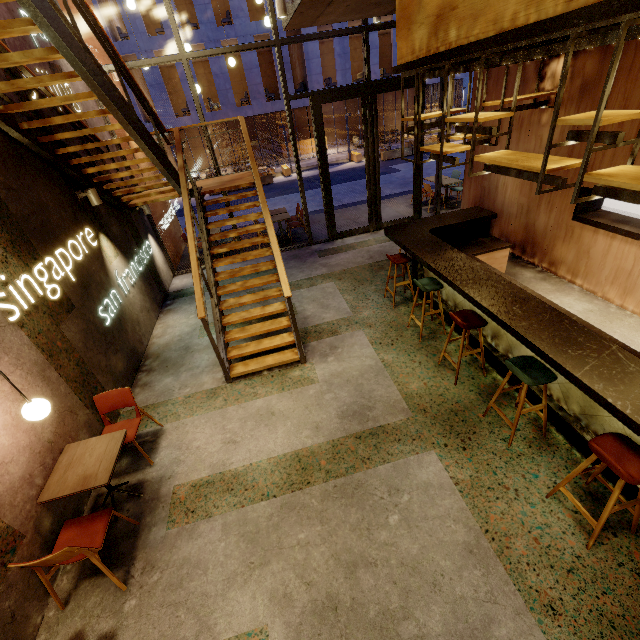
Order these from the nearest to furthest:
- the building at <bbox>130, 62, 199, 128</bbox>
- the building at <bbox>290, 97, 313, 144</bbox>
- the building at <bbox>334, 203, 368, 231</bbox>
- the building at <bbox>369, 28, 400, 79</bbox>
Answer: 1. the building at <bbox>334, 203, 368, 231</bbox>
2. the building at <bbox>130, 62, 199, 128</bbox>
3. the building at <bbox>369, 28, 400, 79</bbox>
4. the building at <bbox>290, 97, 313, 144</bbox>

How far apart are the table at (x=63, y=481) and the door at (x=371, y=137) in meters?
7.3

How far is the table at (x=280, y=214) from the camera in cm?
936

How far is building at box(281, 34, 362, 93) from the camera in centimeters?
2053cm

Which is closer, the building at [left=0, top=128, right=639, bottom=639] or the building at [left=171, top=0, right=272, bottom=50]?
the building at [left=0, top=128, right=639, bottom=639]

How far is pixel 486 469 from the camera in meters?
3.4

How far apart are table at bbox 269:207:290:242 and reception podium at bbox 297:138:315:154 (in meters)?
20.49

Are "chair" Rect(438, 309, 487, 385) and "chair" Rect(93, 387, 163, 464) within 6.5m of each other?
yes
